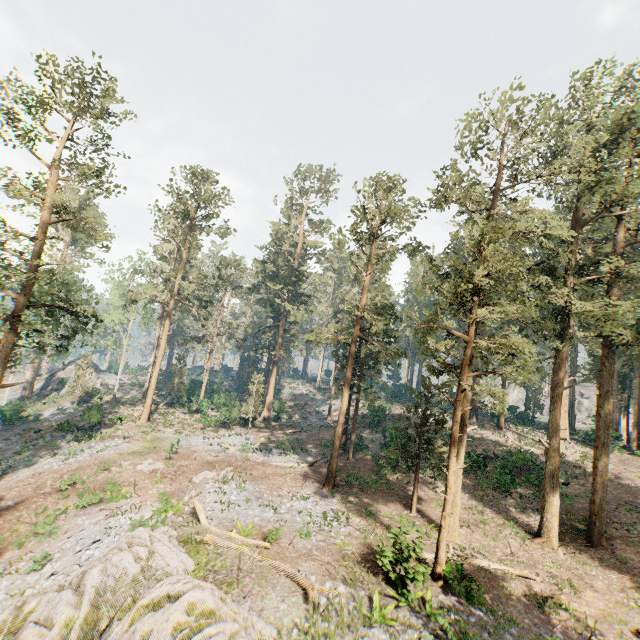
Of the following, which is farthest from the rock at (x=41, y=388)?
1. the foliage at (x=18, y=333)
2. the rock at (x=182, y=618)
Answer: the rock at (x=182, y=618)

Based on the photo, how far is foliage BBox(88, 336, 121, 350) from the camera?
31.0m

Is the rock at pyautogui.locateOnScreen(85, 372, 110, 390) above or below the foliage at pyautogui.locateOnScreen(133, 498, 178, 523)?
above

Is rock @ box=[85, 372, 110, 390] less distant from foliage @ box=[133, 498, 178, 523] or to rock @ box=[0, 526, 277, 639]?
foliage @ box=[133, 498, 178, 523]

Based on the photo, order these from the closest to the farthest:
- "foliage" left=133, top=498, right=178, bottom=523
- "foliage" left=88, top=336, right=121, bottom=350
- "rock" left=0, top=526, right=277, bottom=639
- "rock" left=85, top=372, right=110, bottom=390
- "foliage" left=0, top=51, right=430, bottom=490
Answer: "rock" left=0, top=526, right=277, bottom=639 → "foliage" left=133, top=498, right=178, bottom=523 → "foliage" left=0, top=51, right=430, bottom=490 → "foliage" left=88, top=336, right=121, bottom=350 → "rock" left=85, top=372, right=110, bottom=390

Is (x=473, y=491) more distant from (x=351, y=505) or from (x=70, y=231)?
(x=70, y=231)
